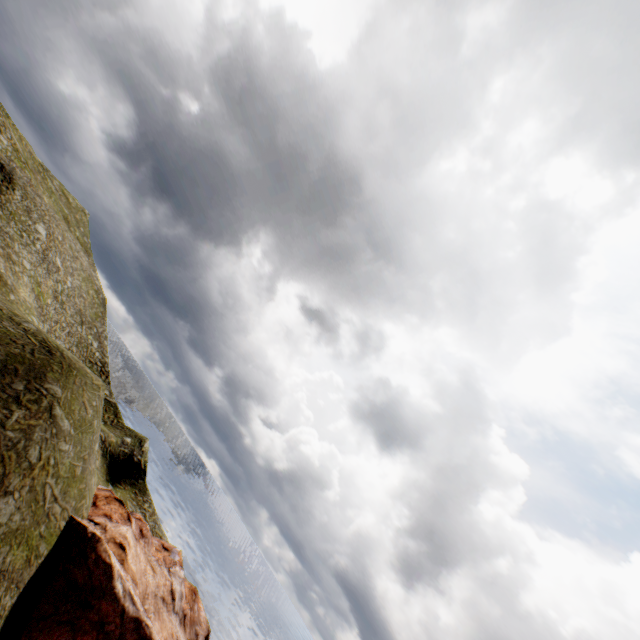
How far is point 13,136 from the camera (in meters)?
46.53
